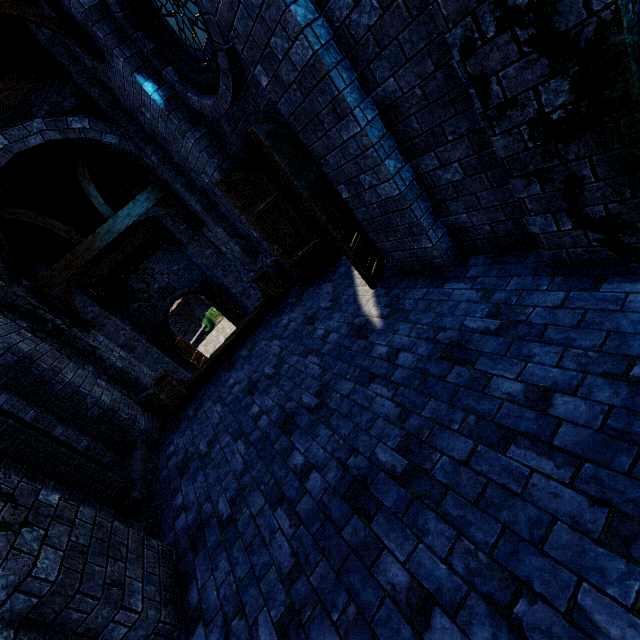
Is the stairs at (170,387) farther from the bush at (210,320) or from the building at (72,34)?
the bush at (210,320)

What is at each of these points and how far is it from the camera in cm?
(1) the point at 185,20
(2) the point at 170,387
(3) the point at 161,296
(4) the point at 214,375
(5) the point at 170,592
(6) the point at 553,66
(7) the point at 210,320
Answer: (1) window glass, 446
(2) stairs, 633
(3) double door, 1712
(4) wooden beam, 680
(5) building, 302
(6) building, 186
(7) bush, 2581

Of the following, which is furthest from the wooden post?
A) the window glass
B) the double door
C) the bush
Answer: the bush

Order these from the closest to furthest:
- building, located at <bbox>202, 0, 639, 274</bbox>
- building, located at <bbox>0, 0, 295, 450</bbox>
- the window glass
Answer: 1. building, located at <bbox>202, 0, 639, 274</bbox>
2. the window glass
3. building, located at <bbox>0, 0, 295, 450</bbox>

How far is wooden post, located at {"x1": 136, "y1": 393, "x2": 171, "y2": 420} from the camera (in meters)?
6.90

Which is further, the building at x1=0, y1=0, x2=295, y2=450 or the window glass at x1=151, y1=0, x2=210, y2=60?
the building at x1=0, y1=0, x2=295, y2=450

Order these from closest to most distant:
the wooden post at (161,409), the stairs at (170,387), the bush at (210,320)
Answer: the stairs at (170,387)
the wooden post at (161,409)
the bush at (210,320)

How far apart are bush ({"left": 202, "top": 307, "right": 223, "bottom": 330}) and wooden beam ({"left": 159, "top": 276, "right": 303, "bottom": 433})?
18.9m
